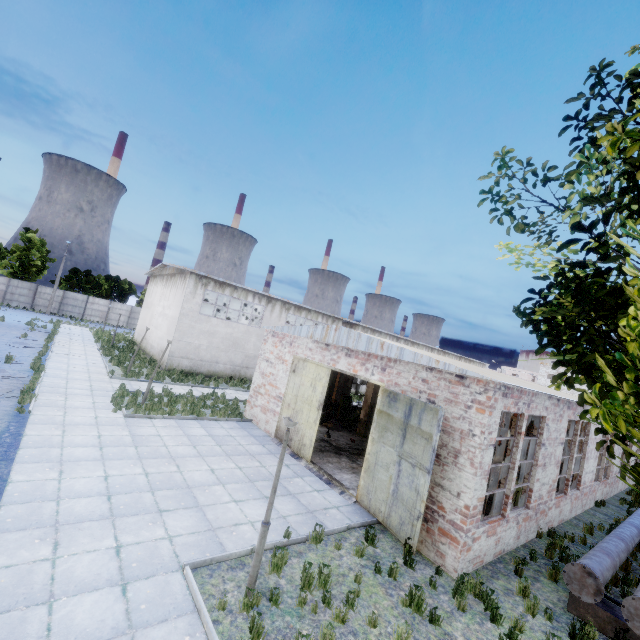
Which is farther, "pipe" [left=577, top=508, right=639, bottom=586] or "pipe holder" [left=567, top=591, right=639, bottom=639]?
"pipe" [left=577, top=508, right=639, bottom=586]

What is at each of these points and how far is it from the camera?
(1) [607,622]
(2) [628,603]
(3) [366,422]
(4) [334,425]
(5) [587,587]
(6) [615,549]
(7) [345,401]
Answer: (1) pipe holder, 7.2 meters
(2) pipe cap, 6.7 meters
(3) column beam, 18.8 meters
(4) concrete debris, 19.5 meters
(5) pipe cap, 7.2 meters
(6) pipe, 8.9 meters
(7) power box, 21.7 meters

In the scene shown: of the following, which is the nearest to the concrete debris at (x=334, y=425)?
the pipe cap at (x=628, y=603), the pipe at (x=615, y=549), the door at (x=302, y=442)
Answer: the door at (x=302, y=442)

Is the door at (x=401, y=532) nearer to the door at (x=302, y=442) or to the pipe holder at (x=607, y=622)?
the door at (x=302, y=442)

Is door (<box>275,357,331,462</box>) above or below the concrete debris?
above

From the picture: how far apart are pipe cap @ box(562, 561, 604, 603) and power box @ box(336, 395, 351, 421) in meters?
14.5 m

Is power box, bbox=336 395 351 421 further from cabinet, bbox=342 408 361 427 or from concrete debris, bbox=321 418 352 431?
cabinet, bbox=342 408 361 427

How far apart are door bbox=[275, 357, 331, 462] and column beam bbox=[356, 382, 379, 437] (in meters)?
5.90
